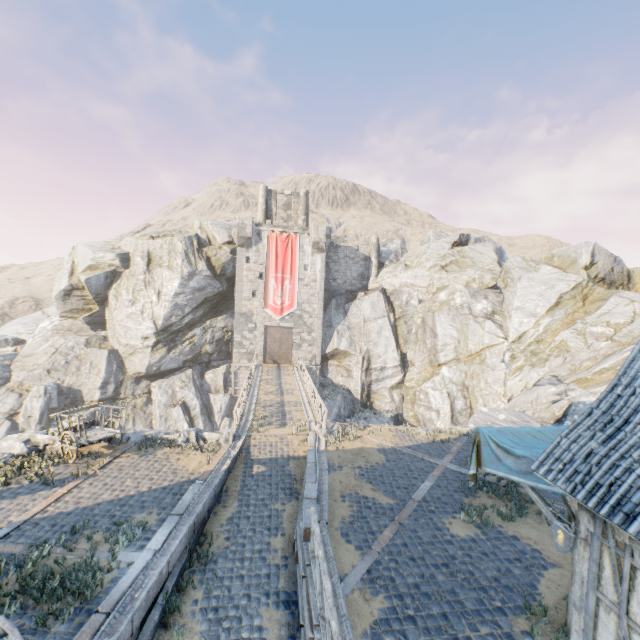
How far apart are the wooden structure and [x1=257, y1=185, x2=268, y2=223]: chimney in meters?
36.1 m

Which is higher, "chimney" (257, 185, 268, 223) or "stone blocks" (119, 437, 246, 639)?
"chimney" (257, 185, 268, 223)

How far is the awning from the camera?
6.13m

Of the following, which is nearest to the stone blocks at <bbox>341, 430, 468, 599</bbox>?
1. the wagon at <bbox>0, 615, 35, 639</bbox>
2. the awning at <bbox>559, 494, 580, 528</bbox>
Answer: the awning at <bbox>559, 494, 580, 528</bbox>

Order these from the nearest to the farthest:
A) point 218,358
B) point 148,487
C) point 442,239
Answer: point 148,487 < point 218,358 < point 442,239

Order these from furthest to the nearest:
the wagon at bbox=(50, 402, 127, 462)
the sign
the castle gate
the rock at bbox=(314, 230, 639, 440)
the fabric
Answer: the castle gate
the rock at bbox=(314, 230, 639, 440)
the wagon at bbox=(50, 402, 127, 462)
the fabric
the sign

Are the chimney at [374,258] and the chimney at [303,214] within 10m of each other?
yes

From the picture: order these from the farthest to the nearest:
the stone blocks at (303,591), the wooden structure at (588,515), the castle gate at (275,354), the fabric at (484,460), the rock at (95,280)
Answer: the castle gate at (275,354), the rock at (95,280), the fabric at (484,460), the stone blocks at (303,591), the wooden structure at (588,515)
